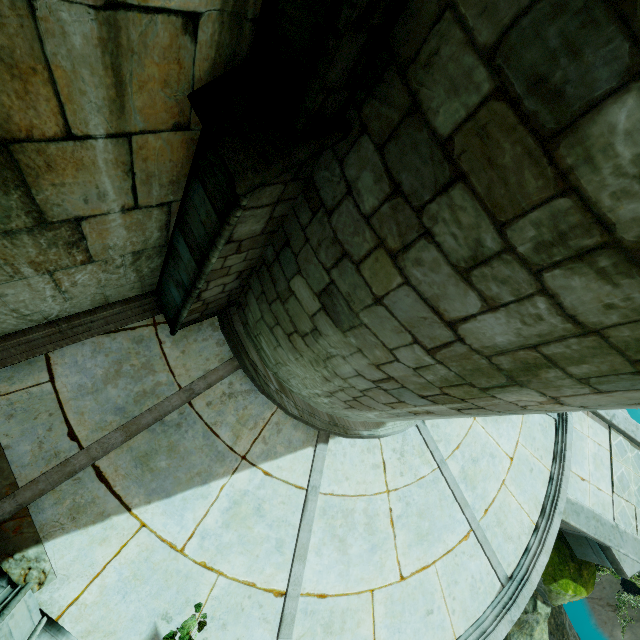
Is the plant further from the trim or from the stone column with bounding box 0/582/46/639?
the trim

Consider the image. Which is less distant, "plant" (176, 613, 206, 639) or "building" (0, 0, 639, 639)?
"building" (0, 0, 639, 639)

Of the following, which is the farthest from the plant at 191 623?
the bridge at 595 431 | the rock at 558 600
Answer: the bridge at 595 431

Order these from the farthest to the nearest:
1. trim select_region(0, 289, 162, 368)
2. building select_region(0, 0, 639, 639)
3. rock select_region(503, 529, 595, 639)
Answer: rock select_region(503, 529, 595, 639)
trim select_region(0, 289, 162, 368)
building select_region(0, 0, 639, 639)

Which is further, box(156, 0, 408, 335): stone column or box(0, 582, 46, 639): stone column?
box(0, 582, 46, 639): stone column

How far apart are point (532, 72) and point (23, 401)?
6.1 meters

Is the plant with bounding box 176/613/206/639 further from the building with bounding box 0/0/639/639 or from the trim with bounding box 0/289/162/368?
the trim with bounding box 0/289/162/368

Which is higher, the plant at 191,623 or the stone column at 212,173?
the stone column at 212,173
